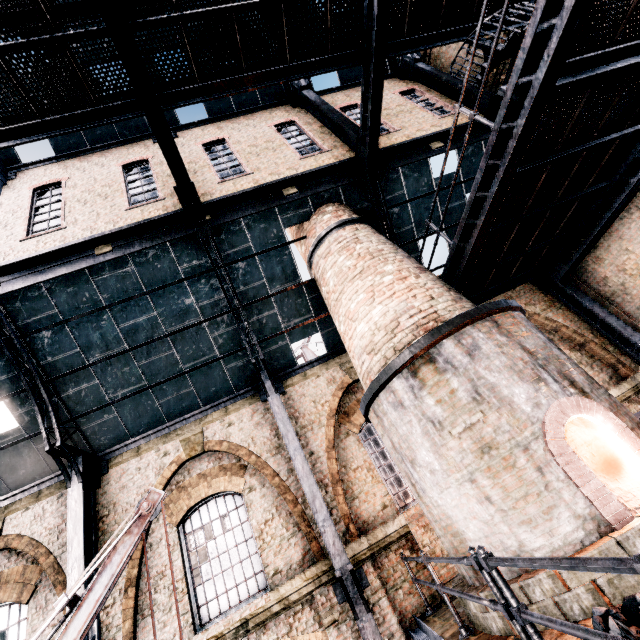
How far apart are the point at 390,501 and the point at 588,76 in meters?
10.9

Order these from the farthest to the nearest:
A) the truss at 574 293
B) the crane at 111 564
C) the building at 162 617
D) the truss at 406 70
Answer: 1. the truss at 406 70
2. the truss at 574 293
3. the building at 162 617
4. the crane at 111 564

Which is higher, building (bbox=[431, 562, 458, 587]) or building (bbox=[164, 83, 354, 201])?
building (bbox=[164, 83, 354, 201])

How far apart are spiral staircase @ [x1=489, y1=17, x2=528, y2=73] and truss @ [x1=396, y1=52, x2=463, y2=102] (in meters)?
2.12

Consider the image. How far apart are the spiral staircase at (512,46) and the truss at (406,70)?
2.1m

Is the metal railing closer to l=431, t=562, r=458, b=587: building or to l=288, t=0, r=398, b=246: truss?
l=431, t=562, r=458, b=587: building

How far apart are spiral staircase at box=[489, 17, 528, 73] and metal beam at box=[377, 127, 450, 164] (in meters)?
2.87

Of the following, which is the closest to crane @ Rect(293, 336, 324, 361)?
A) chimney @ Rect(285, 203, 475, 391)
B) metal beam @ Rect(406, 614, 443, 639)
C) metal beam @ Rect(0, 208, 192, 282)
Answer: chimney @ Rect(285, 203, 475, 391)
